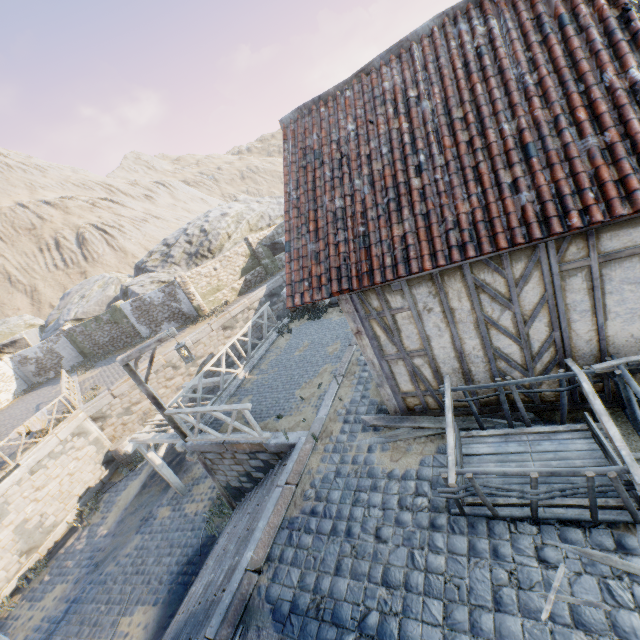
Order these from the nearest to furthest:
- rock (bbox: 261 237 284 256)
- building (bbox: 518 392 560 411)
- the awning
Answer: building (bbox: 518 392 560 411) < the awning < rock (bbox: 261 237 284 256)

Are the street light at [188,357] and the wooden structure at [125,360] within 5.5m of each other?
yes

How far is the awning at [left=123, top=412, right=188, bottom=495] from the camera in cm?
1020

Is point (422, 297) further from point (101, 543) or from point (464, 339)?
point (101, 543)

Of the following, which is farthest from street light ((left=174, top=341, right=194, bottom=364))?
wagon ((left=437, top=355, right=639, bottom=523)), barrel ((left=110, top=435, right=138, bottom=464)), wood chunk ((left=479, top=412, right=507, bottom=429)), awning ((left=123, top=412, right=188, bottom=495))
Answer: barrel ((left=110, top=435, right=138, bottom=464))

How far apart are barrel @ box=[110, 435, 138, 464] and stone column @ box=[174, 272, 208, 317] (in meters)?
7.97

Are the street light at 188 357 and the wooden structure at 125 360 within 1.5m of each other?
yes

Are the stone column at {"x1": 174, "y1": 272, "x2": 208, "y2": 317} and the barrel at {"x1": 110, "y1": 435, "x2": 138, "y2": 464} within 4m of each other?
no
